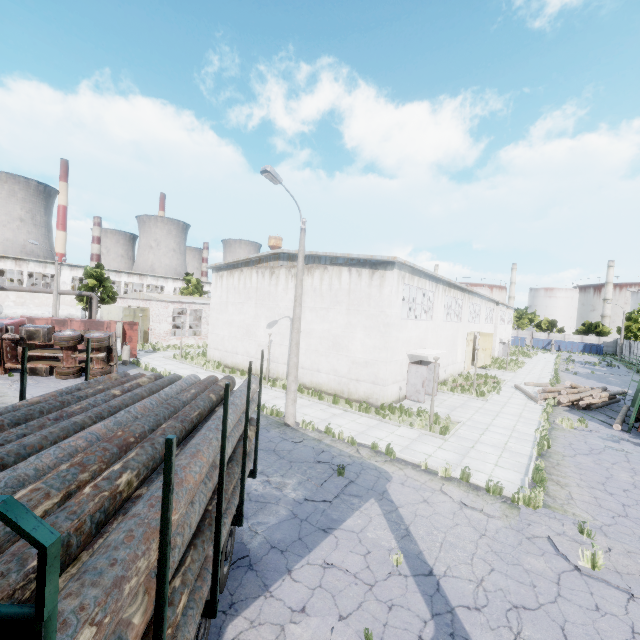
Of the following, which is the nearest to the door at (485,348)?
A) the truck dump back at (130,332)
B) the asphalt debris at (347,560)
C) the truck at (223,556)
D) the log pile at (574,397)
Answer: the log pile at (574,397)

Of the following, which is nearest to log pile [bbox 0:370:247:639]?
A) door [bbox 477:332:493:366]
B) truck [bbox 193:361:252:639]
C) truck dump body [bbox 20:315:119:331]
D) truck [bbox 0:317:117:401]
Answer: truck [bbox 193:361:252:639]

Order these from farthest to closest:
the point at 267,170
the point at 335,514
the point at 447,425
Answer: the point at 447,425 → the point at 267,170 → the point at 335,514

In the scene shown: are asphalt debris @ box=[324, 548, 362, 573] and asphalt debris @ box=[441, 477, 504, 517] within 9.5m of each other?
yes

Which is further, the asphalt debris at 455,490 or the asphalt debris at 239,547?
the asphalt debris at 455,490

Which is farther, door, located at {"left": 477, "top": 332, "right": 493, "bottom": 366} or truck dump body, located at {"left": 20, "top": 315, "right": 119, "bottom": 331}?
door, located at {"left": 477, "top": 332, "right": 493, "bottom": 366}

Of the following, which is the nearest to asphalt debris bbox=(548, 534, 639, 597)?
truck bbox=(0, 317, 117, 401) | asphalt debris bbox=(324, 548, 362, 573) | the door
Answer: asphalt debris bbox=(324, 548, 362, 573)

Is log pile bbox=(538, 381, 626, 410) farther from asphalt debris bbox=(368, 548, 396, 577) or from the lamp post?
asphalt debris bbox=(368, 548, 396, 577)
